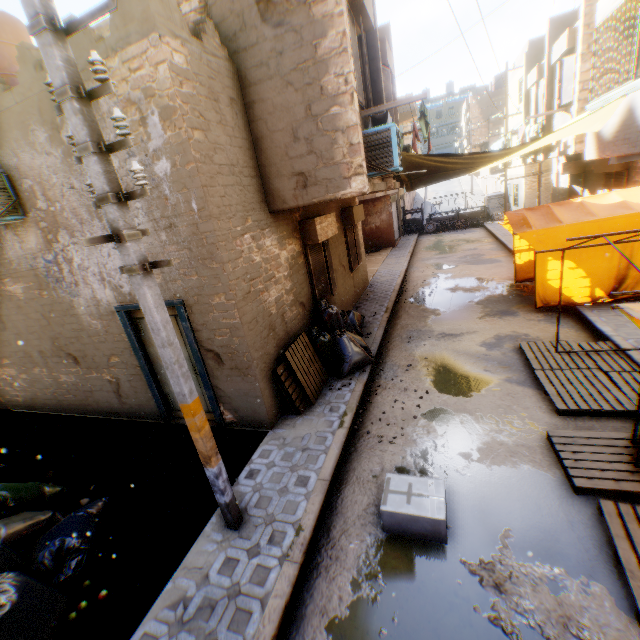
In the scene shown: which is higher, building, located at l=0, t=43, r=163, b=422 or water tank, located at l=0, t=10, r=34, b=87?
water tank, located at l=0, t=10, r=34, b=87

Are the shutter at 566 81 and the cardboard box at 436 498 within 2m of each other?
no

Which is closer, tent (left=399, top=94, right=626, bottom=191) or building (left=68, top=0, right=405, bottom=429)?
building (left=68, top=0, right=405, bottom=429)

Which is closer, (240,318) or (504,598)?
(504,598)

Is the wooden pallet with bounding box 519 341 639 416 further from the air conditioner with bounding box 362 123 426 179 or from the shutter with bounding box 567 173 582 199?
the shutter with bounding box 567 173 582 199

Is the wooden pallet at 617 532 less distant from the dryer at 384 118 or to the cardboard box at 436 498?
the cardboard box at 436 498

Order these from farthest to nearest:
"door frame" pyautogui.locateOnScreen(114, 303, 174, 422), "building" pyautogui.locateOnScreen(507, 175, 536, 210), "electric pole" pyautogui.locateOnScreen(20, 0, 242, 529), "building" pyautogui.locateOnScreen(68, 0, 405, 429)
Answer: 1. "building" pyautogui.locateOnScreen(507, 175, 536, 210)
2. "door frame" pyautogui.locateOnScreen(114, 303, 174, 422)
3. "building" pyautogui.locateOnScreen(68, 0, 405, 429)
4. "electric pole" pyautogui.locateOnScreen(20, 0, 242, 529)

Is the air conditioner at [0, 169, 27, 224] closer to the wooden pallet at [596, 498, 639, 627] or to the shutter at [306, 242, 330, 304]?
the shutter at [306, 242, 330, 304]
